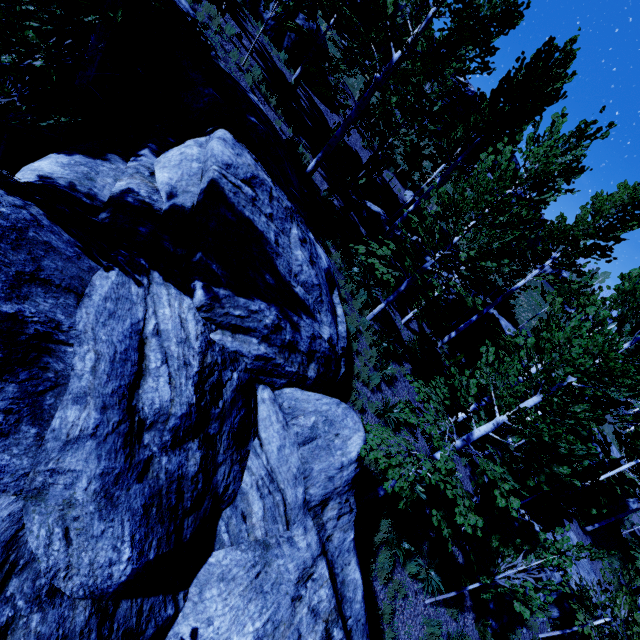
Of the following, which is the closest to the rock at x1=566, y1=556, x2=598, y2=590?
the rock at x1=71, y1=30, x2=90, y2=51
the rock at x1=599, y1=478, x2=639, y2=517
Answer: the rock at x1=71, y1=30, x2=90, y2=51

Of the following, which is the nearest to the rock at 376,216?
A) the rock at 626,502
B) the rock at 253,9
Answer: the rock at 626,502

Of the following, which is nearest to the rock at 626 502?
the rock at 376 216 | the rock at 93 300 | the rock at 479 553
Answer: the rock at 376 216

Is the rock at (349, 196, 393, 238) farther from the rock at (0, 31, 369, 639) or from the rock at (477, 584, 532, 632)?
the rock at (0, 31, 369, 639)

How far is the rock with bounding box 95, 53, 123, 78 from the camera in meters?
9.9

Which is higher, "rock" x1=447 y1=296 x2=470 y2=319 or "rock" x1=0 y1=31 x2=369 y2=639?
"rock" x1=447 y1=296 x2=470 y2=319

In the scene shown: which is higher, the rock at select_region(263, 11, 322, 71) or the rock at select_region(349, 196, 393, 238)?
the rock at select_region(263, 11, 322, 71)

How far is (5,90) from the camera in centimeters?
501cm
